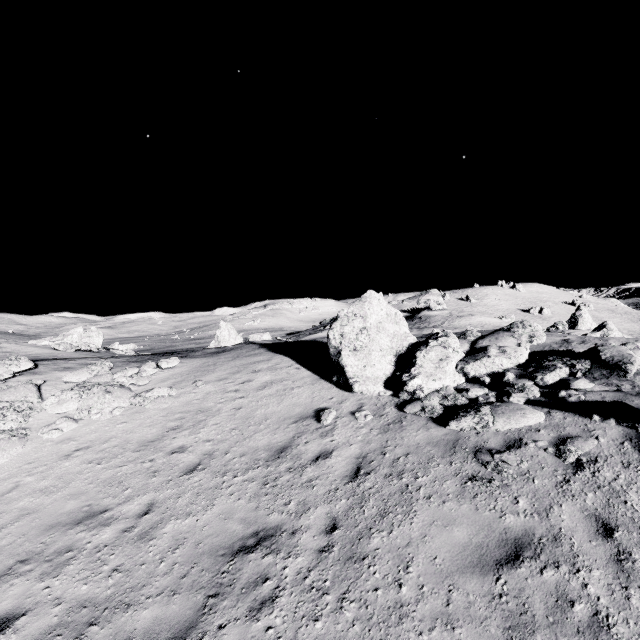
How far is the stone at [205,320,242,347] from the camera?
34.19m

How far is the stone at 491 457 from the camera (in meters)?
6.04

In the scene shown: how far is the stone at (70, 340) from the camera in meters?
25.6

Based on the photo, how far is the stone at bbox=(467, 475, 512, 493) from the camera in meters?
5.7

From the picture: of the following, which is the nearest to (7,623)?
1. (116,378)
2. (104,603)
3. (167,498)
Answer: (104,603)

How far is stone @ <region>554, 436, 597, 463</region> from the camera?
6.0 meters

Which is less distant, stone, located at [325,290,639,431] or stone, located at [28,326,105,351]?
stone, located at [325,290,639,431]

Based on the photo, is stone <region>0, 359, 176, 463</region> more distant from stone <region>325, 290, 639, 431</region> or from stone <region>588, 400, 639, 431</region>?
stone <region>588, 400, 639, 431</region>
